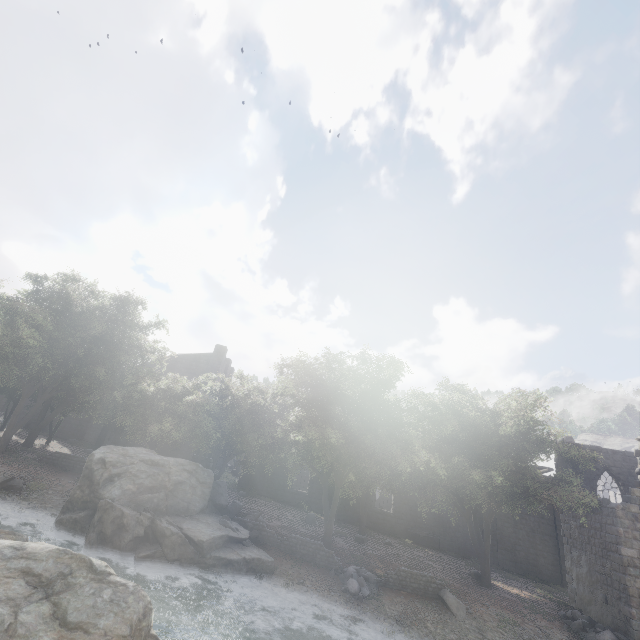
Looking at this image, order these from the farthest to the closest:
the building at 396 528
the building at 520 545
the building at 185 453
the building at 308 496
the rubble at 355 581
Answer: the building at 185 453, the building at 308 496, the building at 396 528, the building at 520 545, the rubble at 355 581

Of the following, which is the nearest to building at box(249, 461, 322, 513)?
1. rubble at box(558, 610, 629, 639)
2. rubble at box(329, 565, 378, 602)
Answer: rubble at box(558, 610, 629, 639)

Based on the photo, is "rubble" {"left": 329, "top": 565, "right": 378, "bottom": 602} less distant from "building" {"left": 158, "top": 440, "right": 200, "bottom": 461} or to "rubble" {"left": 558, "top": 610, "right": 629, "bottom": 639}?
"rubble" {"left": 558, "top": 610, "right": 629, "bottom": 639}

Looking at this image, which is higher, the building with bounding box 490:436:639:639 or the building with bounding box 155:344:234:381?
the building with bounding box 155:344:234:381

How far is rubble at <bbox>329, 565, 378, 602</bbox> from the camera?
14.7 meters

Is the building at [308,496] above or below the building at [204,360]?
below

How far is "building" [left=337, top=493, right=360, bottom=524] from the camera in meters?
30.1 m

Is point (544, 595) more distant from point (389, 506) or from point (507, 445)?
point (389, 506)
